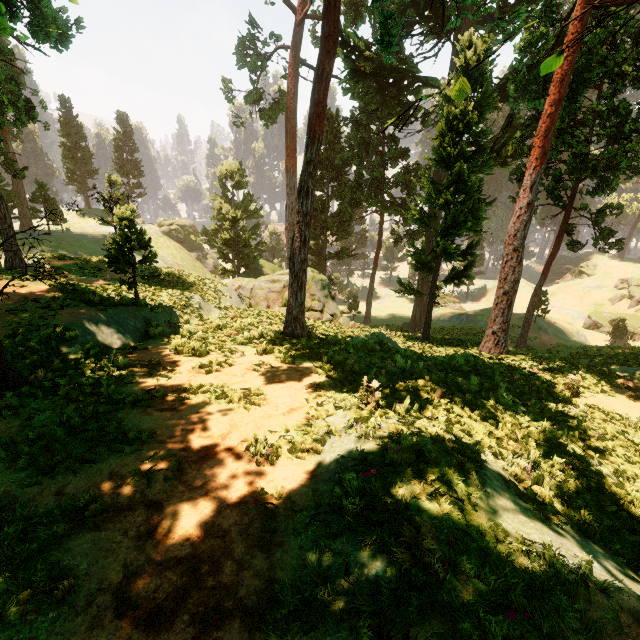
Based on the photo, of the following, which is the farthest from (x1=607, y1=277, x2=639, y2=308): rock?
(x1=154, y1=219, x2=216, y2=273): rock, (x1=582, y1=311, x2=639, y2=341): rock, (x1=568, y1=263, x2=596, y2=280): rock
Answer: (x1=154, y1=219, x2=216, y2=273): rock

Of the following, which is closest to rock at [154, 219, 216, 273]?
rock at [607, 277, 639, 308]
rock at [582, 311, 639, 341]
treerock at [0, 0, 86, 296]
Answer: treerock at [0, 0, 86, 296]

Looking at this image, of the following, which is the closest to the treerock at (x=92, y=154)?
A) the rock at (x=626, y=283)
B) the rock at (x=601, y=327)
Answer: the rock at (x=626, y=283)

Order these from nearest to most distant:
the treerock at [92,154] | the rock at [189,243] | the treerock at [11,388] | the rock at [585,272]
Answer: the treerock at [11,388] → the treerock at [92,154] → the rock at [189,243] → the rock at [585,272]

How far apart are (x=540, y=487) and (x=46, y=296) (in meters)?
14.81

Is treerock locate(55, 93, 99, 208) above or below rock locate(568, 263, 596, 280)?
above

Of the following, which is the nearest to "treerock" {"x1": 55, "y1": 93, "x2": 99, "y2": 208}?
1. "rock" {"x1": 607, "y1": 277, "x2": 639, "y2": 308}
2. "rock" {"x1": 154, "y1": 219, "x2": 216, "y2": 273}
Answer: "rock" {"x1": 154, "y1": 219, "x2": 216, "y2": 273}
